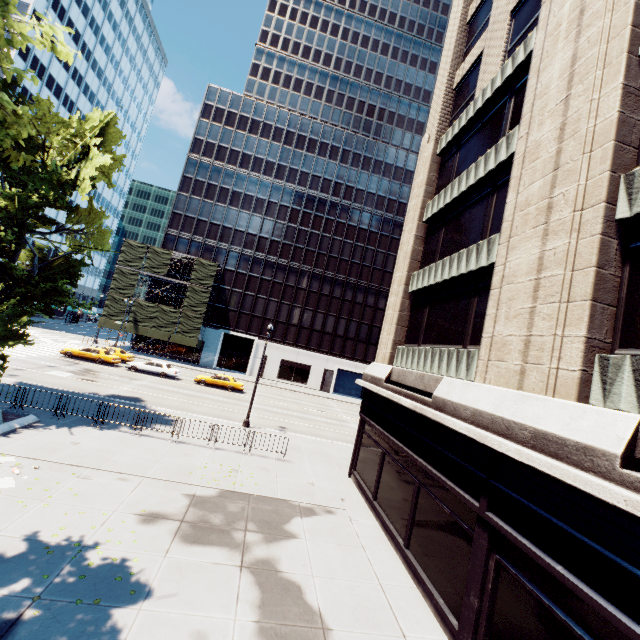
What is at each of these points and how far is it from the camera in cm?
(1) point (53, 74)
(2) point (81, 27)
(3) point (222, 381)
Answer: (1) building, 5528
(2) building, 5872
(3) vehicle, 3431

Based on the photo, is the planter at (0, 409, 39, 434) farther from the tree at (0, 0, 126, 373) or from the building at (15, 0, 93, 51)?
the building at (15, 0, 93, 51)

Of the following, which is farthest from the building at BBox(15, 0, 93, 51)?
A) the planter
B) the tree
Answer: the planter

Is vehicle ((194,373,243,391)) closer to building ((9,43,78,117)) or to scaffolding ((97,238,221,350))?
scaffolding ((97,238,221,350))

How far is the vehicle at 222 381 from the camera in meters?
34.1

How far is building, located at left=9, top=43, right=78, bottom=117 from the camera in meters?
49.5 m

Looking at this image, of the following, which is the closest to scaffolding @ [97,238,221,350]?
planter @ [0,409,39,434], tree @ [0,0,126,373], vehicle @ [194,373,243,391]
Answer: vehicle @ [194,373,243,391]

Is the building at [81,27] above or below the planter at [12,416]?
above
